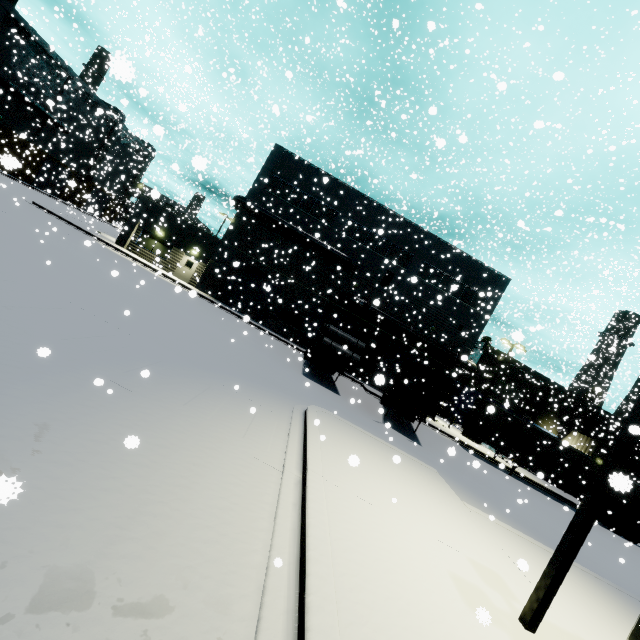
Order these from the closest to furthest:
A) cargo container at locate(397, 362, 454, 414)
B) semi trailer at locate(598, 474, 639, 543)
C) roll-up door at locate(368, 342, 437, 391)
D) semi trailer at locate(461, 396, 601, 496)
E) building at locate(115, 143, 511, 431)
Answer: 1. semi trailer at locate(598, 474, 639, 543)
2. cargo container at locate(397, 362, 454, 414)
3. roll-up door at locate(368, 342, 437, 391)
4. semi trailer at locate(461, 396, 601, 496)
5. building at locate(115, 143, 511, 431)

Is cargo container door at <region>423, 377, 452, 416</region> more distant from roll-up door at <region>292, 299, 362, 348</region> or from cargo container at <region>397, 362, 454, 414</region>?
roll-up door at <region>292, 299, 362, 348</region>

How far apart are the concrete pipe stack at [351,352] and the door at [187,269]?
14.7m

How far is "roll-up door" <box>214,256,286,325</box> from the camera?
29.05m

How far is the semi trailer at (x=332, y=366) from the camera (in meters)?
17.64

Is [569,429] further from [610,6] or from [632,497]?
[610,6]

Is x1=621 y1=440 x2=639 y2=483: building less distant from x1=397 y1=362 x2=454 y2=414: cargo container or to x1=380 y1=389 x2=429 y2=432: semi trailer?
x1=380 y1=389 x2=429 y2=432: semi trailer

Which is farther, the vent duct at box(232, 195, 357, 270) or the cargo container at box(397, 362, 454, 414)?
the vent duct at box(232, 195, 357, 270)
